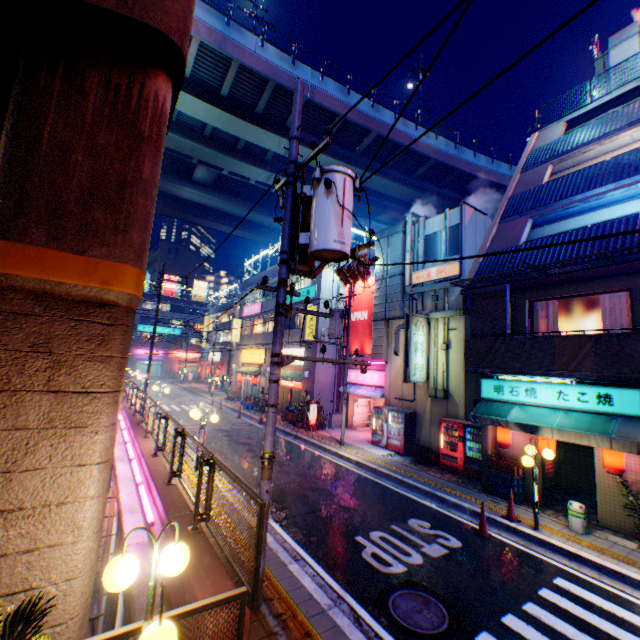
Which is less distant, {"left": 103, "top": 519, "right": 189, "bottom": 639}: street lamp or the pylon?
{"left": 103, "top": 519, "right": 189, "bottom": 639}: street lamp

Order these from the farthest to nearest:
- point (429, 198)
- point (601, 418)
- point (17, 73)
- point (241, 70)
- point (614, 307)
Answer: point (429, 198) < point (241, 70) < point (614, 307) < point (601, 418) < point (17, 73)

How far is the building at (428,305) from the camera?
16.66m

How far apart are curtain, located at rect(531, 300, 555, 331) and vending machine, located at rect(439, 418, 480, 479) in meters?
3.6

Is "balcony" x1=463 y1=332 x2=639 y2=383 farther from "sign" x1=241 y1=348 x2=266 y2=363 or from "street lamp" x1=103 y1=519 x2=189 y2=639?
"sign" x1=241 y1=348 x2=266 y2=363

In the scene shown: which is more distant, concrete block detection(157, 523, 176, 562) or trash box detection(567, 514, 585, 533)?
trash box detection(567, 514, 585, 533)

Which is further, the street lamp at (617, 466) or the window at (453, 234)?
the window at (453, 234)

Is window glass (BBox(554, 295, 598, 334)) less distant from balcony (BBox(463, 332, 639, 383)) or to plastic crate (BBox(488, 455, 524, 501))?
balcony (BBox(463, 332, 639, 383))
